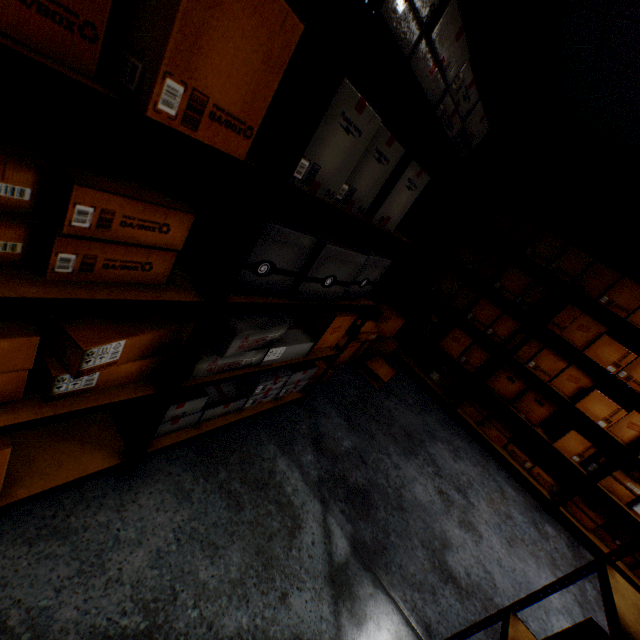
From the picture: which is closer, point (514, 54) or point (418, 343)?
point (514, 54)

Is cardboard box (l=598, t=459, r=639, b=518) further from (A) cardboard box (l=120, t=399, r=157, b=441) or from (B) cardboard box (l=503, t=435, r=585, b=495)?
(A) cardboard box (l=120, t=399, r=157, b=441)

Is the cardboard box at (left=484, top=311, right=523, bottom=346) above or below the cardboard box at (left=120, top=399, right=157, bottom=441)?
above

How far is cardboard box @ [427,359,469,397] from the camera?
3.8 meters

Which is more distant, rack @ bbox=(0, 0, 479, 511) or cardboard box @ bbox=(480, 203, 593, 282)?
cardboard box @ bbox=(480, 203, 593, 282)

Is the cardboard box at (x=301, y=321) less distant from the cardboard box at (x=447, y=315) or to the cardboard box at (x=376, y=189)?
the cardboard box at (x=376, y=189)

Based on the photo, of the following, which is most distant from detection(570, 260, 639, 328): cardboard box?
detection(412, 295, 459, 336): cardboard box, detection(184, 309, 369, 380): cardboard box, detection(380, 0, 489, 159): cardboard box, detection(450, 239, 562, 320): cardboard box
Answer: detection(184, 309, 369, 380): cardboard box

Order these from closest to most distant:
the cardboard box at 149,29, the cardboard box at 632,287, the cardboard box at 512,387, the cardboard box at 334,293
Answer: the cardboard box at 149,29 → the cardboard box at 334,293 → the cardboard box at 632,287 → the cardboard box at 512,387
